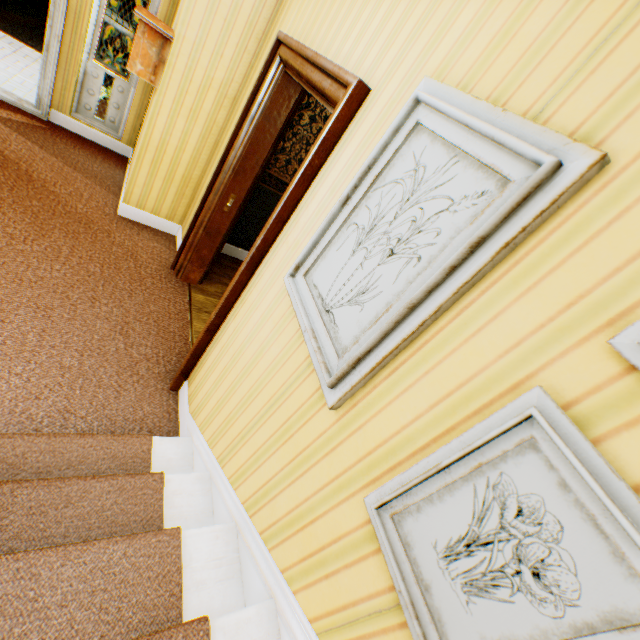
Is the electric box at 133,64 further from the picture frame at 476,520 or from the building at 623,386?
the picture frame at 476,520

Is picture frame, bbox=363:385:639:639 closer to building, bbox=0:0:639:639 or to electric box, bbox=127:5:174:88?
building, bbox=0:0:639:639

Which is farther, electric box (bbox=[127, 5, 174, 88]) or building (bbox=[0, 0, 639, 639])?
electric box (bbox=[127, 5, 174, 88])

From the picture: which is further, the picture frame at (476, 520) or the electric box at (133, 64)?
the electric box at (133, 64)

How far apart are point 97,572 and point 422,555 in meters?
1.1 m

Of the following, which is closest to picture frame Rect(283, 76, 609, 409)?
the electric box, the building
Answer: the building

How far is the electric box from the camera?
2.89m

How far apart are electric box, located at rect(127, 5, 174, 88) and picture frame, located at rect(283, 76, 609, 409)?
3.0 meters
